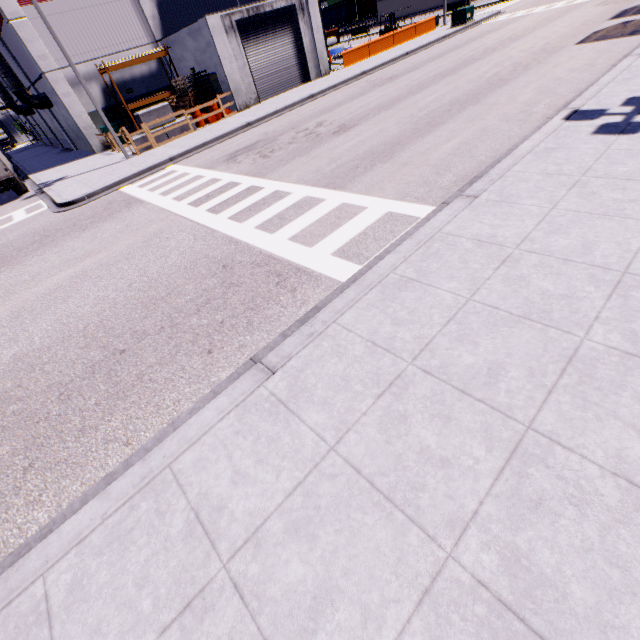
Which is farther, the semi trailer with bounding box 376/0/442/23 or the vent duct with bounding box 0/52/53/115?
the semi trailer with bounding box 376/0/442/23

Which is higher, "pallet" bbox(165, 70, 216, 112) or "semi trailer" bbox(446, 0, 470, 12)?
"pallet" bbox(165, 70, 216, 112)

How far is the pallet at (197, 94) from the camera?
21.0m

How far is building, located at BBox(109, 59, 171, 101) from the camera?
23.2m

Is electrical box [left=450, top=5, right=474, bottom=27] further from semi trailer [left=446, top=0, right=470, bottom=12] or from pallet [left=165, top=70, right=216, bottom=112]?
pallet [left=165, top=70, right=216, bottom=112]

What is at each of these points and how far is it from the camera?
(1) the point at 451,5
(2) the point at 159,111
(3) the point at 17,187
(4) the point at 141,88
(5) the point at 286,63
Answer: (1) semi trailer, 44.8m
(2) concrete block, 18.9m
(3) semi trailer, 19.5m
(4) building, 24.1m
(5) roll-up door, 23.1m

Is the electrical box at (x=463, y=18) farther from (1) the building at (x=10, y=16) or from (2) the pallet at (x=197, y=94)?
(2) the pallet at (x=197, y=94)

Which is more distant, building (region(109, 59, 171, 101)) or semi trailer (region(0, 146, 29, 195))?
building (region(109, 59, 171, 101))
